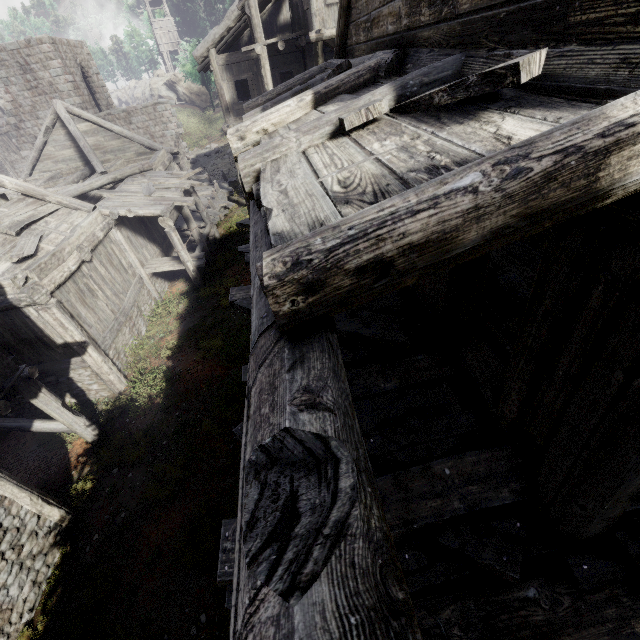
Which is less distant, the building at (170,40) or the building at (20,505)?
the building at (20,505)

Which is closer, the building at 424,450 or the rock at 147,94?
the building at 424,450

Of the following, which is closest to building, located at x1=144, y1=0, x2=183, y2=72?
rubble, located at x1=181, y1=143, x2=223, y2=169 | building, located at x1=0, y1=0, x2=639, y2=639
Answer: building, located at x1=0, y1=0, x2=639, y2=639

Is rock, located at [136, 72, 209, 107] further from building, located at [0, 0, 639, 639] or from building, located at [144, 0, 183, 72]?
building, located at [0, 0, 639, 639]

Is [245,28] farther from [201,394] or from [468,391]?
[468,391]

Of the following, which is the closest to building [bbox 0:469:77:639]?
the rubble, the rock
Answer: the rubble

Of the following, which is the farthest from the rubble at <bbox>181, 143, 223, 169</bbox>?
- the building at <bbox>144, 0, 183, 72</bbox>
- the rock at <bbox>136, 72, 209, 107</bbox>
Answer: the building at <bbox>144, 0, 183, 72</bbox>

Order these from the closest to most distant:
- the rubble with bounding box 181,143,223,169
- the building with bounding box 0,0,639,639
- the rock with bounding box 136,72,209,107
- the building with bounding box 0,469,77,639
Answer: the building with bounding box 0,0,639,639 → the building with bounding box 0,469,77,639 → the rubble with bounding box 181,143,223,169 → the rock with bounding box 136,72,209,107
